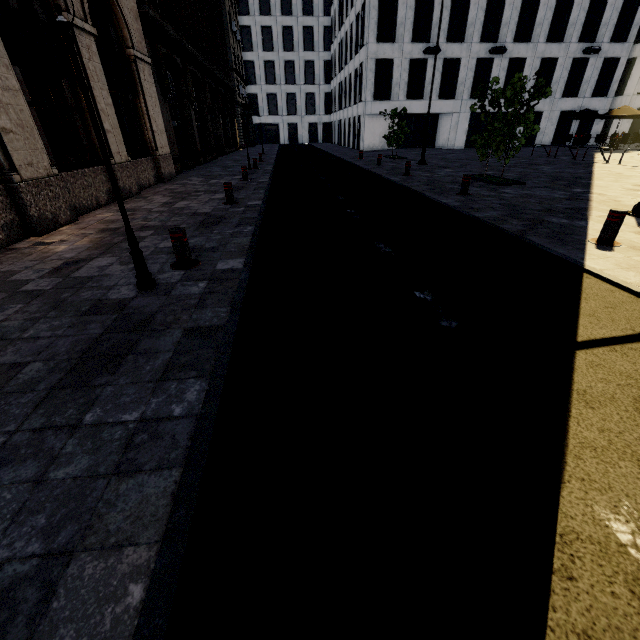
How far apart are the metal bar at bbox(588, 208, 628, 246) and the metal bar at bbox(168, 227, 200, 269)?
6.6m

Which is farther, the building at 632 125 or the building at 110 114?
the building at 632 125

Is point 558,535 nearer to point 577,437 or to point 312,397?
point 577,437

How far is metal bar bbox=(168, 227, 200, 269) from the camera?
4.6m

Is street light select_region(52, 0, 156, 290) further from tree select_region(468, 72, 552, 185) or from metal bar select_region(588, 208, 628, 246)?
tree select_region(468, 72, 552, 185)

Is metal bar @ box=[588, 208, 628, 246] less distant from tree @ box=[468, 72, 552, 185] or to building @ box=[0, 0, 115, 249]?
tree @ box=[468, 72, 552, 185]

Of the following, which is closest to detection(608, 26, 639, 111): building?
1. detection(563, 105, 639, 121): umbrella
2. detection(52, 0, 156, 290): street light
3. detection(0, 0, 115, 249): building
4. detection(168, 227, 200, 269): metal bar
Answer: detection(0, 0, 115, 249): building

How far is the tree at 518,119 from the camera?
9.7 meters
